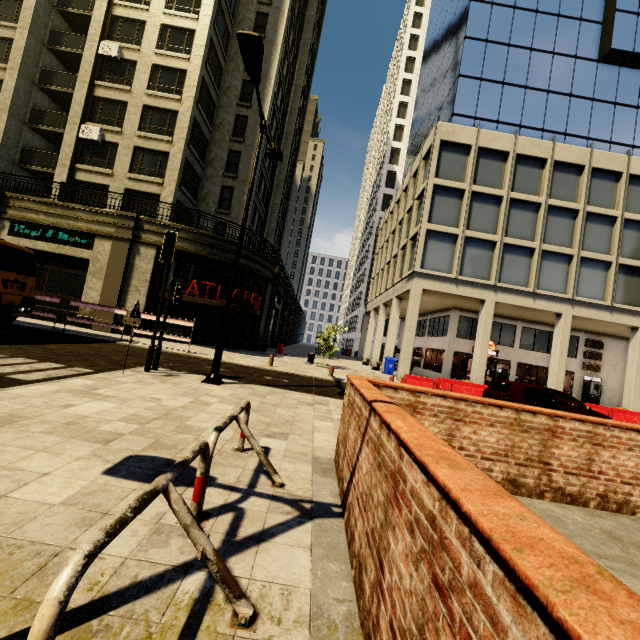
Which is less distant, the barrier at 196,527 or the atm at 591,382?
the barrier at 196,527

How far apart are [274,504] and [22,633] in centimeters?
189cm

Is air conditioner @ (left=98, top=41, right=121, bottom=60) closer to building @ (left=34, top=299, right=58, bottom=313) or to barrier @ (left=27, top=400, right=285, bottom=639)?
building @ (left=34, top=299, right=58, bottom=313)

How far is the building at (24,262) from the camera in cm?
1889

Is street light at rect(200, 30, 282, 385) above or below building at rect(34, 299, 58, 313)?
above

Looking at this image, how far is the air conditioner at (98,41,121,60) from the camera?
21.83m

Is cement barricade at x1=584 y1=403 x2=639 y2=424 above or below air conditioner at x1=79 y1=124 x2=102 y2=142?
below

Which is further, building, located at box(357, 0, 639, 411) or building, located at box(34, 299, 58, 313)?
building, located at box(357, 0, 639, 411)
